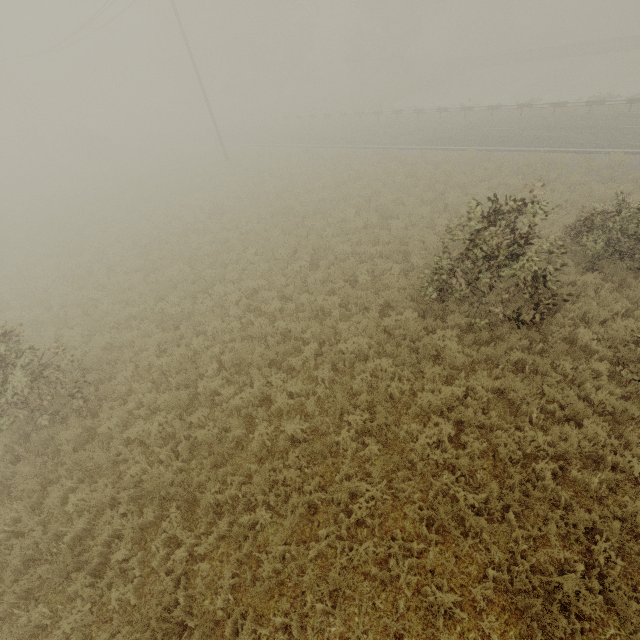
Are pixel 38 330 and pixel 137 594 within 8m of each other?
no

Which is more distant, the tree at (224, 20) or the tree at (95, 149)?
the tree at (224, 20)

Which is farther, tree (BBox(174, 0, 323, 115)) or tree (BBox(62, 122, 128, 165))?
tree (BBox(174, 0, 323, 115))

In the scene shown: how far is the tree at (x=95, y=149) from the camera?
37.2 meters

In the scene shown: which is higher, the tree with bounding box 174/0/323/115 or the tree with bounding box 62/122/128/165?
the tree with bounding box 174/0/323/115

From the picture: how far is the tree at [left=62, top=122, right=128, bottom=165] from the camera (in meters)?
37.16
